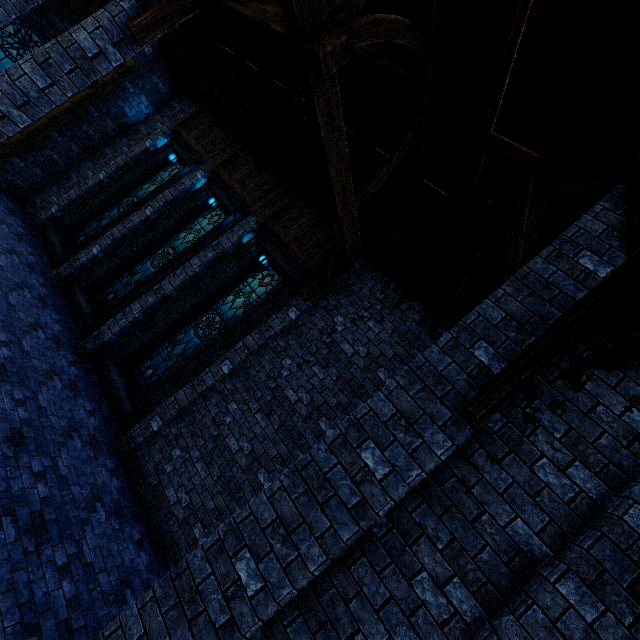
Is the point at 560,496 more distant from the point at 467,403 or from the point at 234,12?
the point at 234,12

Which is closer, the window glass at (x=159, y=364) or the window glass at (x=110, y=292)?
the window glass at (x=159, y=364)

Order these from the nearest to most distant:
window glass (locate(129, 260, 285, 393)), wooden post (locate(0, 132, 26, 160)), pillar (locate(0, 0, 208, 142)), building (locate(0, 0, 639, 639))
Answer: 1. building (locate(0, 0, 639, 639))
2. pillar (locate(0, 0, 208, 142))
3. window glass (locate(129, 260, 285, 393))
4. wooden post (locate(0, 132, 26, 160))

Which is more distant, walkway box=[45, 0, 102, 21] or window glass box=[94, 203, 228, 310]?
window glass box=[94, 203, 228, 310]

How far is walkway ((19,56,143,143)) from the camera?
10.2m

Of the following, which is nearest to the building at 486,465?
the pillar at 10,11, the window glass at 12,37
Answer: the pillar at 10,11

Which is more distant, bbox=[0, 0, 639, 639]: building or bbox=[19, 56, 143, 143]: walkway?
bbox=[19, 56, 143, 143]: walkway

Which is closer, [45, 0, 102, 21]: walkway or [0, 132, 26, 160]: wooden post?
[45, 0, 102, 21]: walkway
